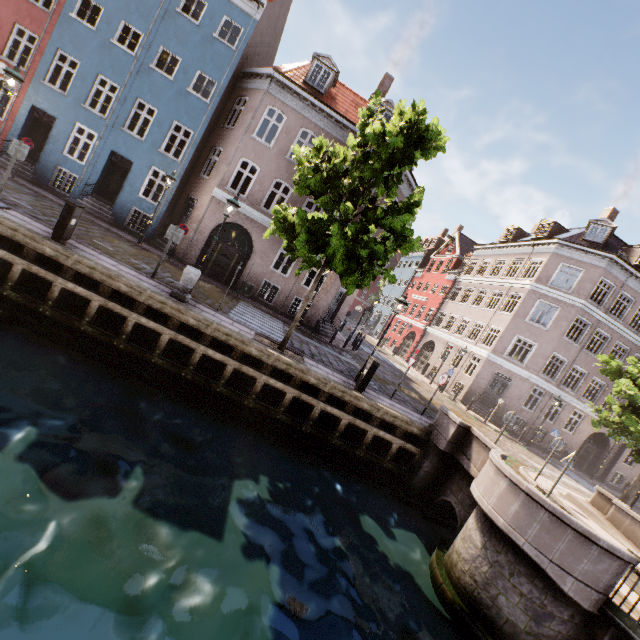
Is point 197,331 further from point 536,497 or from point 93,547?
point 536,497

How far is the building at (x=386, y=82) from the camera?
17.94m

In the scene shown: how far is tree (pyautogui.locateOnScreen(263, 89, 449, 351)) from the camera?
8.76m

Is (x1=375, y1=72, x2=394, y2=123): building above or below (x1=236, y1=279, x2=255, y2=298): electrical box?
above

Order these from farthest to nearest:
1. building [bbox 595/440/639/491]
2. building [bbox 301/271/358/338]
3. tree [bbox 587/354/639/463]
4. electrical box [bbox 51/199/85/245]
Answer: building [bbox 595/440/639/491] → building [bbox 301/271/358/338] → tree [bbox 587/354/639/463] → electrical box [bbox 51/199/85/245]

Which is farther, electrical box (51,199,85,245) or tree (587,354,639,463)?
tree (587,354,639,463)

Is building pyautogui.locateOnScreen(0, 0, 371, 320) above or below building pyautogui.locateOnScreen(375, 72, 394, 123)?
below

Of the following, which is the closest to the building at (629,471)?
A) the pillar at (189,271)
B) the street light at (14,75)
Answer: the street light at (14,75)
